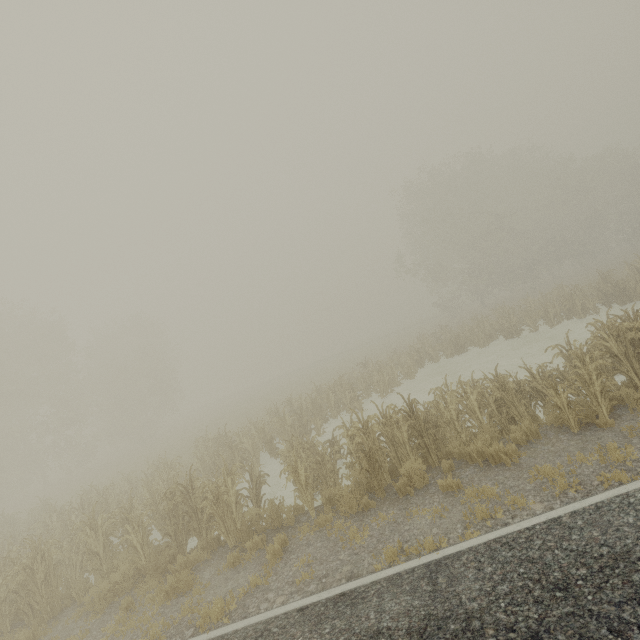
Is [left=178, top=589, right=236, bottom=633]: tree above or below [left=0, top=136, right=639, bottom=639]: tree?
below

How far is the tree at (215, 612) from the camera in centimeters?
553cm

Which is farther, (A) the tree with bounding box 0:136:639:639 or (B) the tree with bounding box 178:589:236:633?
(A) the tree with bounding box 0:136:639:639

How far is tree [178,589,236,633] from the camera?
5.5 meters

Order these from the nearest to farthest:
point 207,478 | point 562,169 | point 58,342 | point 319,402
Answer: point 207,478 < point 319,402 < point 58,342 < point 562,169

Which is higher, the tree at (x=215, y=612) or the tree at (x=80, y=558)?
the tree at (x=80, y=558)
